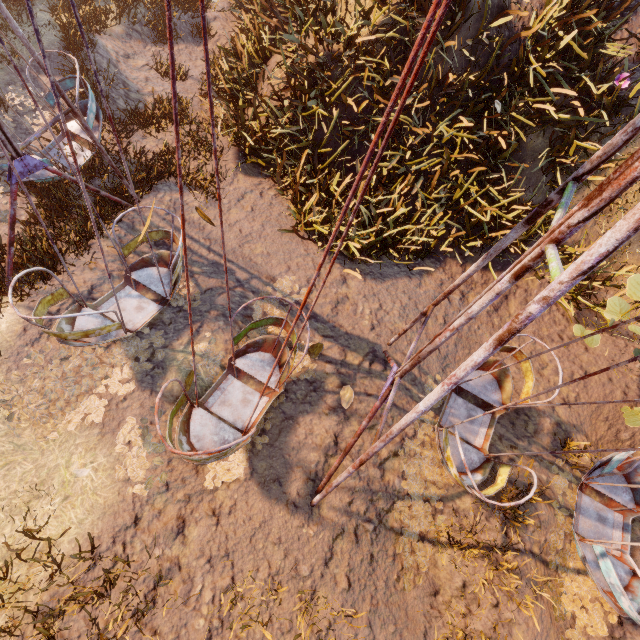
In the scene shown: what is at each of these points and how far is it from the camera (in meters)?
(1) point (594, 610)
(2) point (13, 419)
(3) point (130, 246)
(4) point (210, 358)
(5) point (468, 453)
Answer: (1) instancedfoliageactor, 4.91
(2) instancedfoliageactor, 4.56
(3) swing, 5.47
(4) instancedfoliageactor, 5.54
(5) swing, 5.23

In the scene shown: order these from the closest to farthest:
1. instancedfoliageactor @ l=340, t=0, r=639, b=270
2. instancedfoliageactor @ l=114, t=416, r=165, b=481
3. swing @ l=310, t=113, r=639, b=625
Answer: swing @ l=310, t=113, r=639, b=625 < instancedfoliageactor @ l=114, t=416, r=165, b=481 < instancedfoliageactor @ l=340, t=0, r=639, b=270

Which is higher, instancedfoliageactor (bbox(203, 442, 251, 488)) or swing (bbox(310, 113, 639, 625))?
swing (bbox(310, 113, 639, 625))

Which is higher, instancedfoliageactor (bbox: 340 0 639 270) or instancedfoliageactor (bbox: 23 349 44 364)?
instancedfoliageactor (bbox: 340 0 639 270)

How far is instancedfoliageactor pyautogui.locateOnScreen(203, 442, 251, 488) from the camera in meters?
4.8

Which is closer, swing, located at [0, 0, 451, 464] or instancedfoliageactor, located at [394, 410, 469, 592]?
swing, located at [0, 0, 451, 464]

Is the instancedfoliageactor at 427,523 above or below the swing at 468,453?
below

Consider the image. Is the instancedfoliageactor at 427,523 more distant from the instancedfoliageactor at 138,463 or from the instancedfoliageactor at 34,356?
the instancedfoliageactor at 34,356
